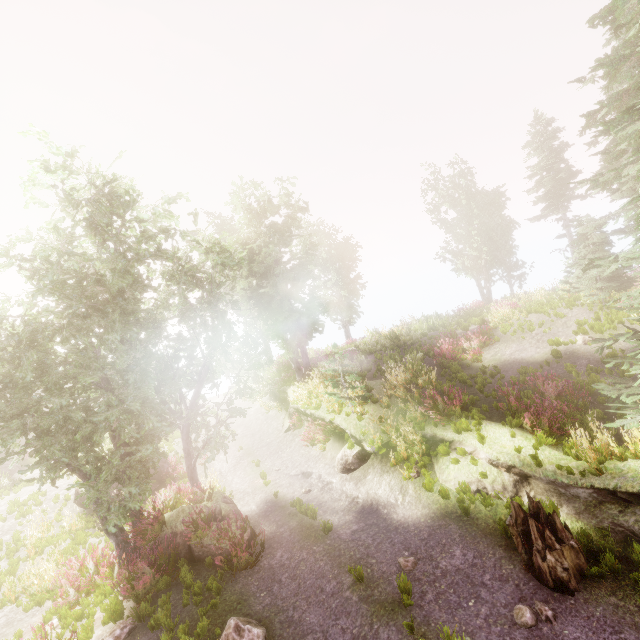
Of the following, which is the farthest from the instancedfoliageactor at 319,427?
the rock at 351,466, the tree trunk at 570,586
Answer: the rock at 351,466

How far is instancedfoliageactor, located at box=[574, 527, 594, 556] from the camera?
6.4 meters

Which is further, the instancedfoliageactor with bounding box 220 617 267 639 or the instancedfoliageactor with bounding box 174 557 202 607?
the instancedfoliageactor with bounding box 174 557 202 607

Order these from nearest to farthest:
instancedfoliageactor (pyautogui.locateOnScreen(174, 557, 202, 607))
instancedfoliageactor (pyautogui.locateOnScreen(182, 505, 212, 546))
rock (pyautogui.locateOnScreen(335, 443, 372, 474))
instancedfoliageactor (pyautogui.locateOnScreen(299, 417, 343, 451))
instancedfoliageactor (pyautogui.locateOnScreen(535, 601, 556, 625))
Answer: instancedfoliageactor (pyautogui.locateOnScreen(535, 601, 556, 625)) → instancedfoliageactor (pyautogui.locateOnScreen(174, 557, 202, 607)) → instancedfoliageactor (pyautogui.locateOnScreen(182, 505, 212, 546)) → rock (pyautogui.locateOnScreen(335, 443, 372, 474)) → instancedfoliageactor (pyautogui.locateOnScreen(299, 417, 343, 451))

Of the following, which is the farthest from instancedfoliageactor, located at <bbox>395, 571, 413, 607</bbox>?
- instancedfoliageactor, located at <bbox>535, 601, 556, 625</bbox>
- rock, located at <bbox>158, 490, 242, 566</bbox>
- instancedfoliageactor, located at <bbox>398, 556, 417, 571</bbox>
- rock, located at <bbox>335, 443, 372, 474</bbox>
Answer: rock, located at <bbox>335, 443, 372, 474</bbox>

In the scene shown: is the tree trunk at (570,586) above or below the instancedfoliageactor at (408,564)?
above

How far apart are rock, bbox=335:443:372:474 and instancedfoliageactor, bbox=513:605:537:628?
6.2 meters

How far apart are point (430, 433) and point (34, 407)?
12.1 meters
